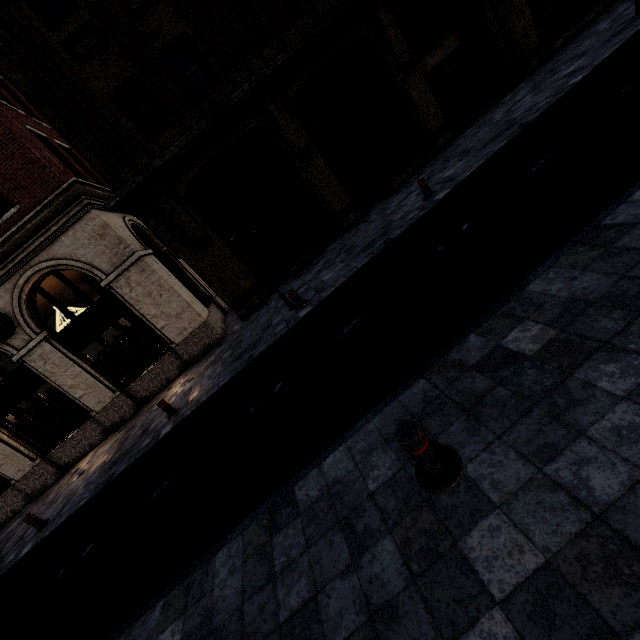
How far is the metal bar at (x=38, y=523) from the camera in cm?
916

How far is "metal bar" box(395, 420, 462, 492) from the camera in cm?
268

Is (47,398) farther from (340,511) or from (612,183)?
(612,183)

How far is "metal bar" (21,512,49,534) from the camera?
9.16m

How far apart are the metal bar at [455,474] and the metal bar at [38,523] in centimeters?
1176cm

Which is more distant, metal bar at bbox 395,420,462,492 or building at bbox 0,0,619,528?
building at bbox 0,0,619,528

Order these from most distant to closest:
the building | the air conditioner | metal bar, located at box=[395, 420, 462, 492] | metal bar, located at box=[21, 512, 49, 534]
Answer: the air conditioner < the building < metal bar, located at box=[21, 512, 49, 534] < metal bar, located at box=[395, 420, 462, 492]

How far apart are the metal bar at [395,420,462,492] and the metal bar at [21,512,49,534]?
11.76m
